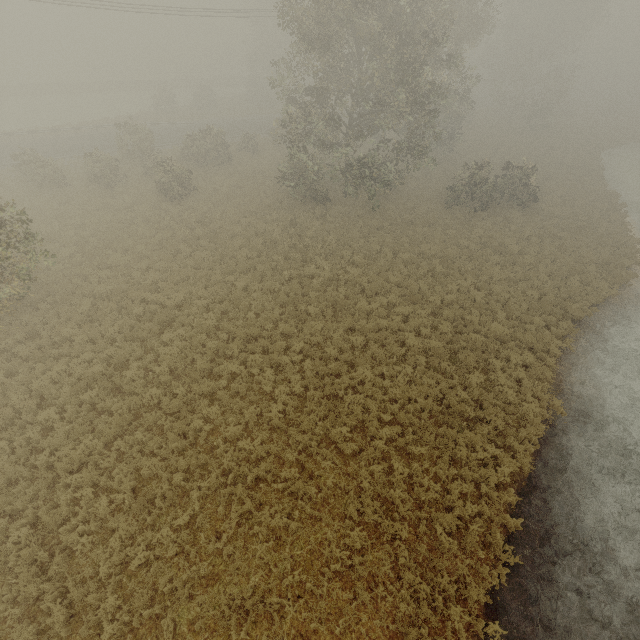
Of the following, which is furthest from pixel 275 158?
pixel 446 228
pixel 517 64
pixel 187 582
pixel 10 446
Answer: pixel 517 64
